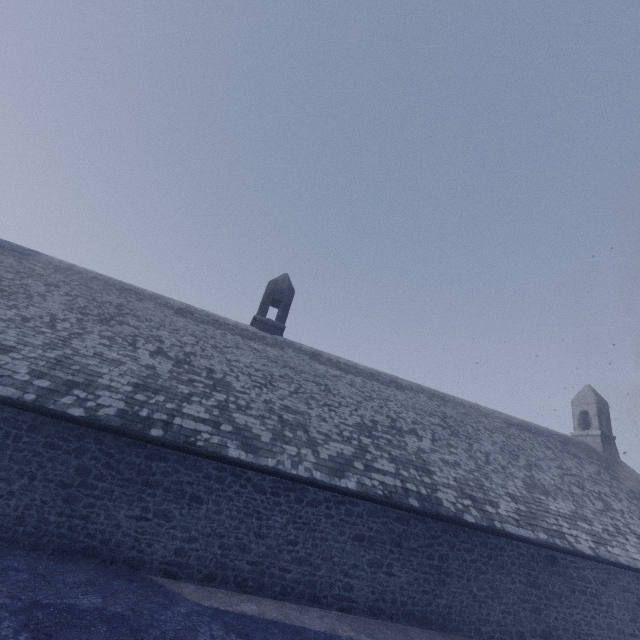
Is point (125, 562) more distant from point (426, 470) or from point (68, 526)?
point (426, 470)
